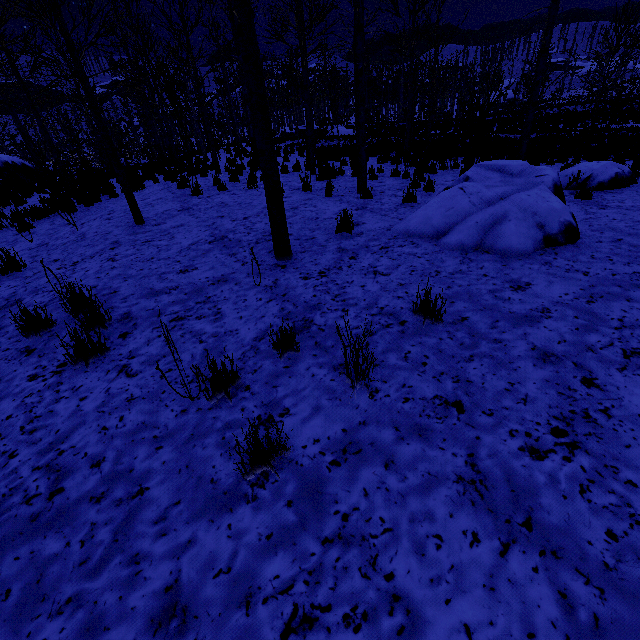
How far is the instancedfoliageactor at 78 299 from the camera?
3.0m

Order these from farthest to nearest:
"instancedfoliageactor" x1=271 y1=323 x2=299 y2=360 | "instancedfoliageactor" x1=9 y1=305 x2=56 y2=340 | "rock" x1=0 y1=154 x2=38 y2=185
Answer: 1. "rock" x1=0 y1=154 x2=38 y2=185
2. "instancedfoliageactor" x1=9 y1=305 x2=56 y2=340
3. "instancedfoliageactor" x1=271 y1=323 x2=299 y2=360

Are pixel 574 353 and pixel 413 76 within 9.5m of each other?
no

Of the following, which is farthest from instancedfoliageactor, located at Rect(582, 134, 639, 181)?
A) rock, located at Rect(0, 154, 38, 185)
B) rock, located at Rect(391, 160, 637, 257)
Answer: rock, located at Rect(0, 154, 38, 185)

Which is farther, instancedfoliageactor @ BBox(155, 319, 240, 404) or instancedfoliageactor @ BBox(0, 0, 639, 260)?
instancedfoliageactor @ BBox(0, 0, 639, 260)

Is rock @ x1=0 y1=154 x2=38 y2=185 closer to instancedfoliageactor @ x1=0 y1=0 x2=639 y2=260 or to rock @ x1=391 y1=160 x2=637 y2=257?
instancedfoliageactor @ x1=0 y1=0 x2=639 y2=260

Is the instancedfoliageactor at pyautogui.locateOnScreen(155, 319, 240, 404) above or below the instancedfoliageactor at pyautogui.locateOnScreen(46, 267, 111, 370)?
below

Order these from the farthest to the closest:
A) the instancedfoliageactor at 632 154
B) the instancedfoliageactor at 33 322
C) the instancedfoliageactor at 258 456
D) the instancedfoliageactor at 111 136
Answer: the instancedfoliageactor at 632 154 → the instancedfoliageactor at 111 136 → the instancedfoliageactor at 33 322 → the instancedfoliageactor at 258 456
